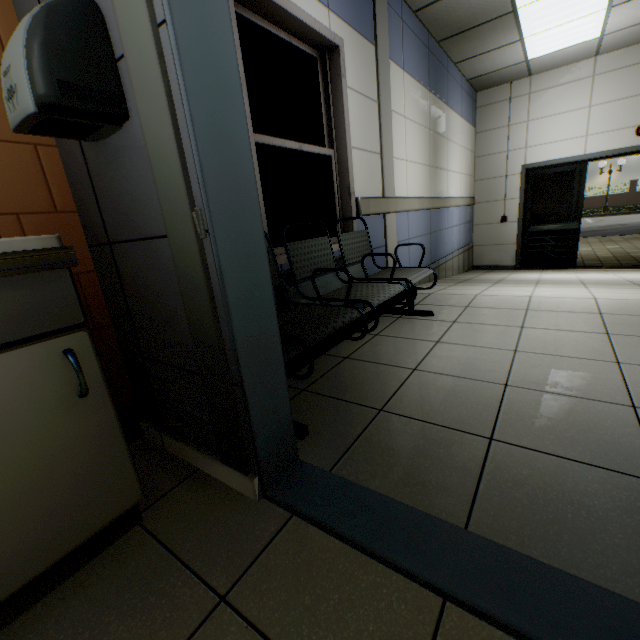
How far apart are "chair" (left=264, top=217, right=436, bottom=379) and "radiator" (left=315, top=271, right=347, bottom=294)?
0.13m

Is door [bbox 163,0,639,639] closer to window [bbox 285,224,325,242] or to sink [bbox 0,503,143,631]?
sink [bbox 0,503,143,631]

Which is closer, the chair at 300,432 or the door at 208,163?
Result: the door at 208,163

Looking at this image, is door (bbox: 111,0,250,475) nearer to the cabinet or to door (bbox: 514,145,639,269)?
the cabinet

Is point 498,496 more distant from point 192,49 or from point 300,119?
point 300,119

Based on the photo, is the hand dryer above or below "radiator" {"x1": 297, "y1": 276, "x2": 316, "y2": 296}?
above

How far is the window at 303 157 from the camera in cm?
→ 238

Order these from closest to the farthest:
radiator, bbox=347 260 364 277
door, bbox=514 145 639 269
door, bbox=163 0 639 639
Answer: door, bbox=163 0 639 639 → radiator, bbox=347 260 364 277 → door, bbox=514 145 639 269
